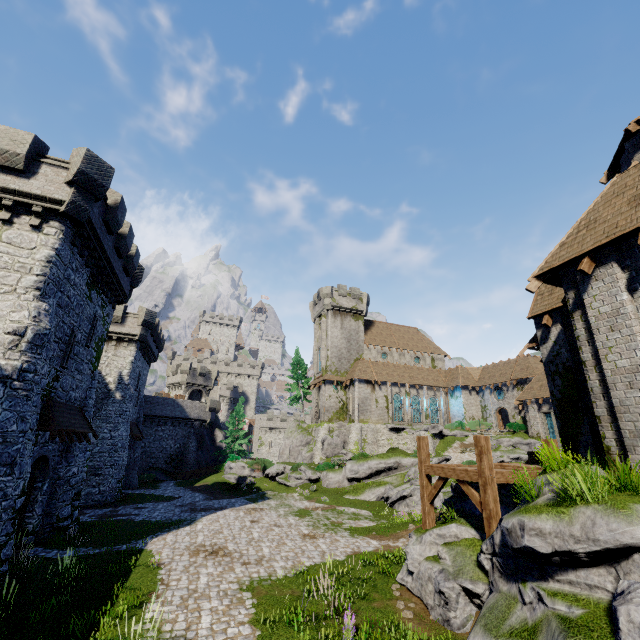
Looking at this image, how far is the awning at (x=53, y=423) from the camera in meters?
13.4 m

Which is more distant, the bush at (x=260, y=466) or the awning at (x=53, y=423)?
the bush at (x=260, y=466)

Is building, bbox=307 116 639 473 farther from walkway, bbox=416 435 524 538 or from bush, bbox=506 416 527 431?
walkway, bbox=416 435 524 538

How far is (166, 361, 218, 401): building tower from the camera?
53.1 meters

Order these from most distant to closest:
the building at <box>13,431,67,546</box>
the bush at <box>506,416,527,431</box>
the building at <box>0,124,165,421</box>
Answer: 1. the bush at <box>506,416,527,431</box>
2. the building at <box>13,431,67,546</box>
3. the building at <box>0,124,165,421</box>

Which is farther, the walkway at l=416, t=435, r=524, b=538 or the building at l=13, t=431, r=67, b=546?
the building at l=13, t=431, r=67, b=546

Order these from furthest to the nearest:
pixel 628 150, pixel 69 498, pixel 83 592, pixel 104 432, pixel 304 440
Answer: pixel 304 440, pixel 104 432, pixel 69 498, pixel 628 150, pixel 83 592

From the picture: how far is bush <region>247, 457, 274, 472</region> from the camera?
35.81m
